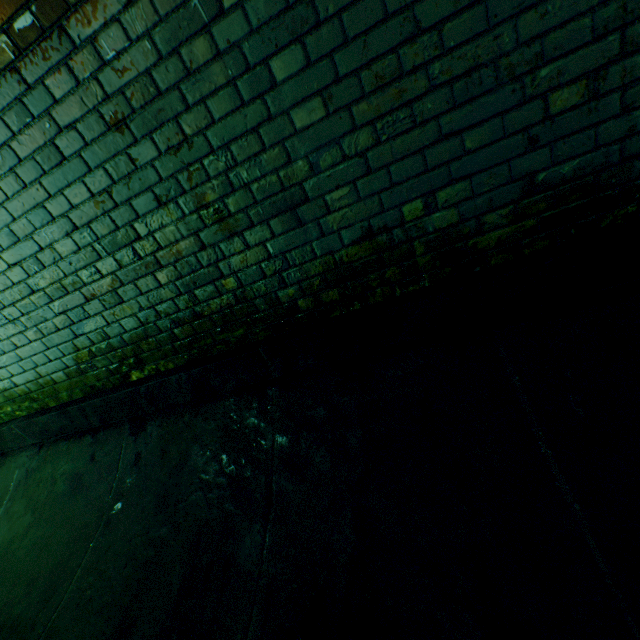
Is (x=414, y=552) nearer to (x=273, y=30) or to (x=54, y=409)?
(x=273, y=30)
